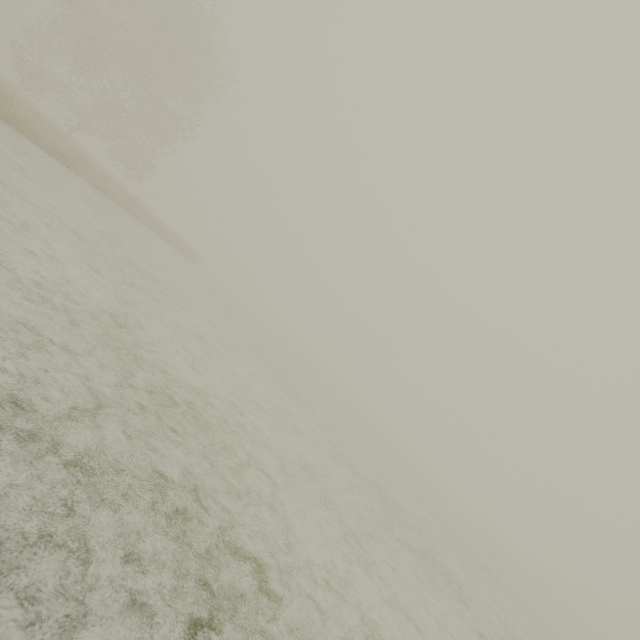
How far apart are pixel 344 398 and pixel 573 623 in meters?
21.7
